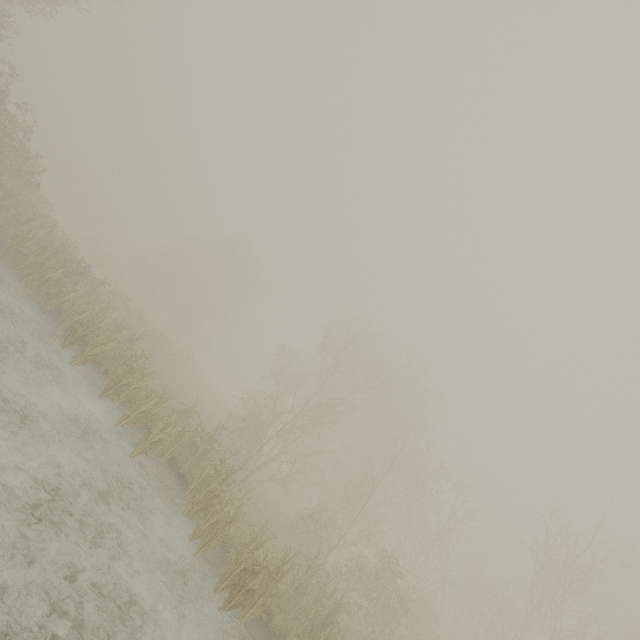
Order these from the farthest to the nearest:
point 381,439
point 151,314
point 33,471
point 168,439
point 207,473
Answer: point 151,314
point 381,439
point 207,473
point 168,439
point 33,471
